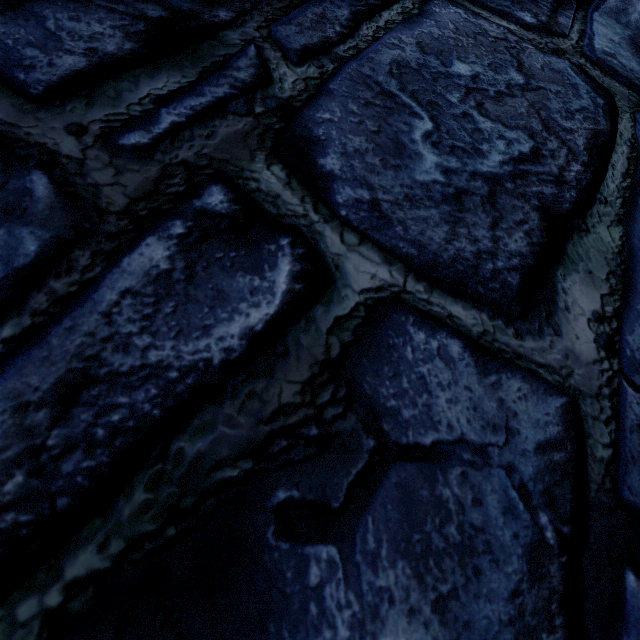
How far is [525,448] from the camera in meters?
0.5
